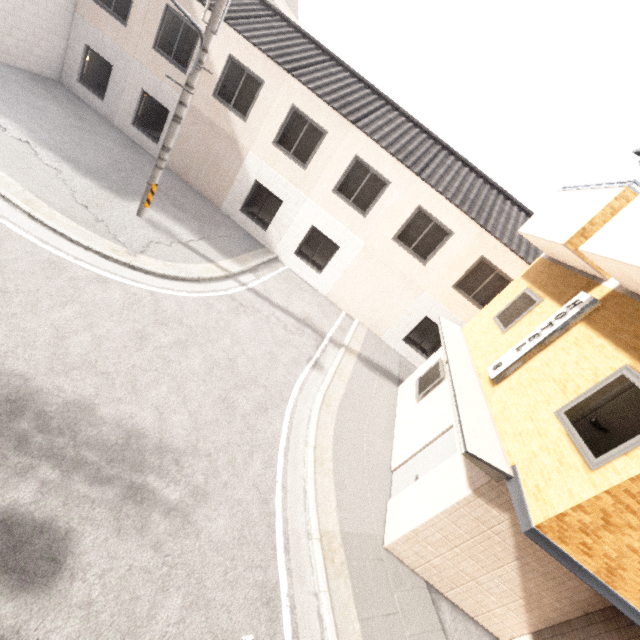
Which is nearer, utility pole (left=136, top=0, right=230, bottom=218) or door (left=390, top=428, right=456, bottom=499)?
door (left=390, top=428, right=456, bottom=499)

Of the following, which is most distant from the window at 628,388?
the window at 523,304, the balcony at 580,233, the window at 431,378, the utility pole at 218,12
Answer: the utility pole at 218,12

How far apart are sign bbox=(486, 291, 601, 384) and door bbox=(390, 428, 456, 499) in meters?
1.3 m

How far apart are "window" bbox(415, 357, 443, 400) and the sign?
1.75m

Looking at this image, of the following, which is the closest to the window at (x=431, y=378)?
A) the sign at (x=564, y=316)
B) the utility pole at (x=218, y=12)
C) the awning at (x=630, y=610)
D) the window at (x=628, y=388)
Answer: the awning at (x=630, y=610)

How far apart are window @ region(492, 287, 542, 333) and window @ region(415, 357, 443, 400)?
1.8 meters

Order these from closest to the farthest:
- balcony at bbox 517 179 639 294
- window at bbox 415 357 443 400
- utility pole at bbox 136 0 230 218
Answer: balcony at bbox 517 179 639 294 → utility pole at bbox 136 0 230 218 → window at bbox 415 357 443 400

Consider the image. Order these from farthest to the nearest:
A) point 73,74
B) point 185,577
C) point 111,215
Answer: point 73,74, point 111,215, point 185,577
